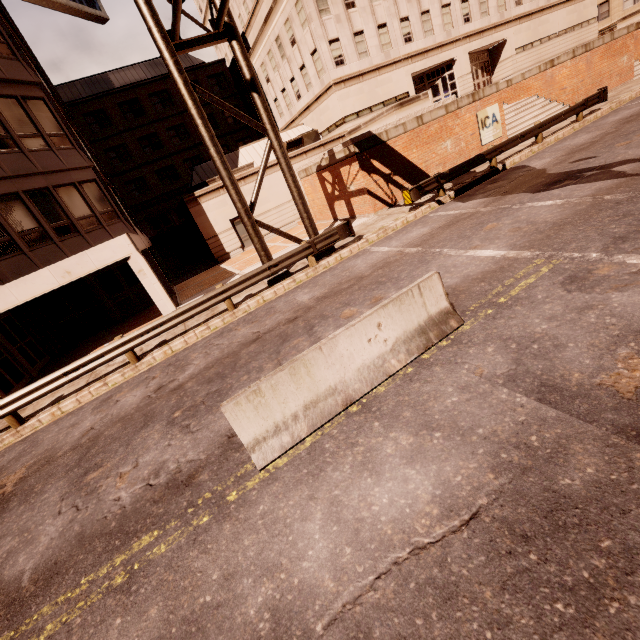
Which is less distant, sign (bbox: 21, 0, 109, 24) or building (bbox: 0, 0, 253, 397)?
building (bbox: 0, 0, 253, 397)

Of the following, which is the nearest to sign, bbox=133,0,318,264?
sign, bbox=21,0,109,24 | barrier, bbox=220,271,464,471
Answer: Result: barrier, bbox=220,271,464,471

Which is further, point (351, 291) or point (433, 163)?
point (433, 163)

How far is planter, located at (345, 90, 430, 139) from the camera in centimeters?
1688cm

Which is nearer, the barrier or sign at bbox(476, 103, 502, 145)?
the barrier

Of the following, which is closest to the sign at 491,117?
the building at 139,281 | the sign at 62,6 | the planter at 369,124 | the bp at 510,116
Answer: the bp at 510,116

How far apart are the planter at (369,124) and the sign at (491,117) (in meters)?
2.55

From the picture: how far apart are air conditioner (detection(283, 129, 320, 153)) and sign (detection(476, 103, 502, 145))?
12.7 meters
